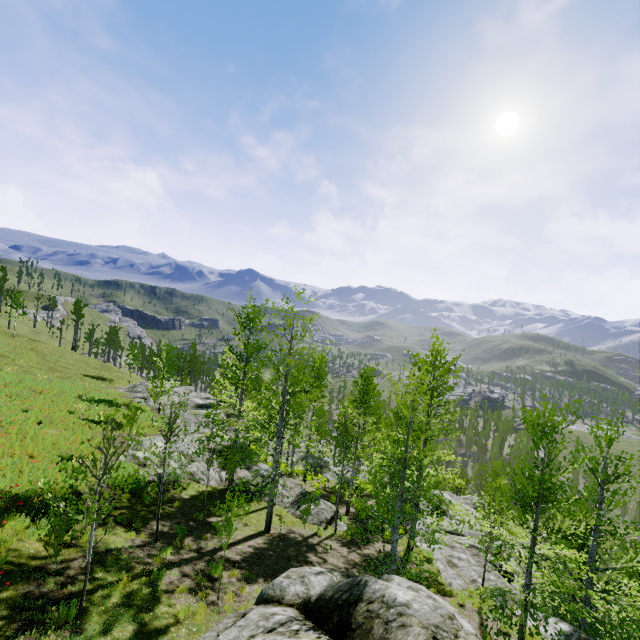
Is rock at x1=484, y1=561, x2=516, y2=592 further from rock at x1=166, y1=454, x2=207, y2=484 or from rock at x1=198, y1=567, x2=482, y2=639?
rock at x1=166, y1=454, x2=207, y2=484

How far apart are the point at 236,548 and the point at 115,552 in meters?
4.3 m

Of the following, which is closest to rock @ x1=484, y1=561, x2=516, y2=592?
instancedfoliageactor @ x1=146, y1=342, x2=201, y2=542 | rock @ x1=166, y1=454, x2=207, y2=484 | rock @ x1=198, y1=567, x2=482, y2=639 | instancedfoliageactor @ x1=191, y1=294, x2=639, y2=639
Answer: instancedfoliageactor @ x1=146, y1=342, x2=201, y2=542

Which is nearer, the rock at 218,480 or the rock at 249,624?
the rock at 249,624

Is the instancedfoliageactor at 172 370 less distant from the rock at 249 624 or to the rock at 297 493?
the rock at 297 493

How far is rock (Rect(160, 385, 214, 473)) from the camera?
18.75m

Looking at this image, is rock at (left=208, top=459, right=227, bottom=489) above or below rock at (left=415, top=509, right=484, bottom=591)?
above
